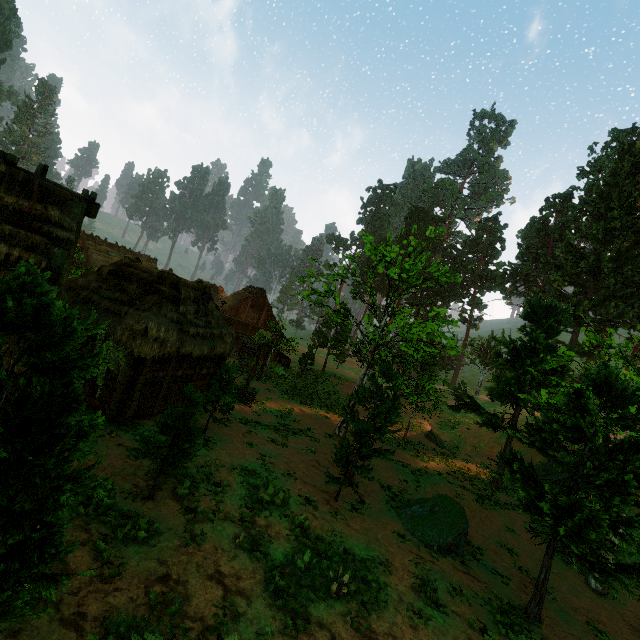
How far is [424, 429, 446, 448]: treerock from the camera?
27.2m

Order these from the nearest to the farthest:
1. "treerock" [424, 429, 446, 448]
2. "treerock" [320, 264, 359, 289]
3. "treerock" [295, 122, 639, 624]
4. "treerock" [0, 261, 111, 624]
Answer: "treerock" [0, 261, 111, 624]
"treerock" [295, 122, 639, 624]
"treerock" [320, 264, 359, 289]
"treerock" [424, 429, 446, 448]

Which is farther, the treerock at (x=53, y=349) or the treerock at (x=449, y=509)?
the treerock at (x=449, y=509)

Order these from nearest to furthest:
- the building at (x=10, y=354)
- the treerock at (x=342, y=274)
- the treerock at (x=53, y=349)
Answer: the treerock at (x=53, y=349) → the building at (x=10, y=354) → the treerock at (x=342, y=274)

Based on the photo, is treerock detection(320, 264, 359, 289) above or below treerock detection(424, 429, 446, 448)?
above

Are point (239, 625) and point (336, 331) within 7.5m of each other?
no

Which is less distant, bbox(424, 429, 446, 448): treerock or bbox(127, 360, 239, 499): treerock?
bbox(127, 360, 239, 499): treerock
